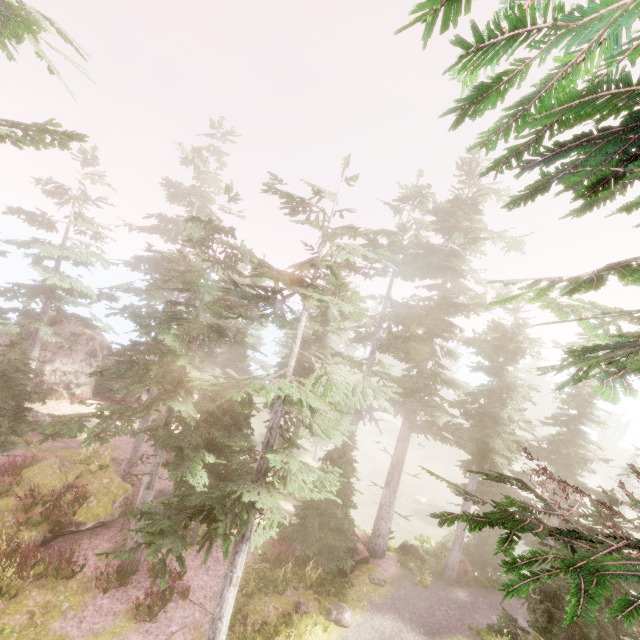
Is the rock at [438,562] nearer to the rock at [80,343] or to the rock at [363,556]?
the rock at [363,556]

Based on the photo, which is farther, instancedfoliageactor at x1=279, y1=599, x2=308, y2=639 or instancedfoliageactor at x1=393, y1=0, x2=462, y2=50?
instancedfoliageactor at x1=279, y1=599, x2=308, y2=639

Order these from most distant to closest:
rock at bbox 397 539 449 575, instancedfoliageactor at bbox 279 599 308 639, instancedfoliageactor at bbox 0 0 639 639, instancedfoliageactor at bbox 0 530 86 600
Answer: rock at bbox 397 539 449 575
instancedfoliageactor at bbox 279 599 308 639
instancedfoliageactor at bbox 0 530 86 600
instancedfoliageactor at bbox 0 0 639 639

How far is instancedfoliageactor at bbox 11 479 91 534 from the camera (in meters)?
14.16

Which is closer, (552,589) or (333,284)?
(333,284)

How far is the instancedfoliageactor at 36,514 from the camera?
14.16m

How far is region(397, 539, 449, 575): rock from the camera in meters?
19.5

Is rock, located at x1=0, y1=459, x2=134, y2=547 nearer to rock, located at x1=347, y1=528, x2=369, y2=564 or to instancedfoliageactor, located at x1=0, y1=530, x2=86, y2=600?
instancedfoliageactor, located at x1=0, y1=530, x2=86, y2=600
